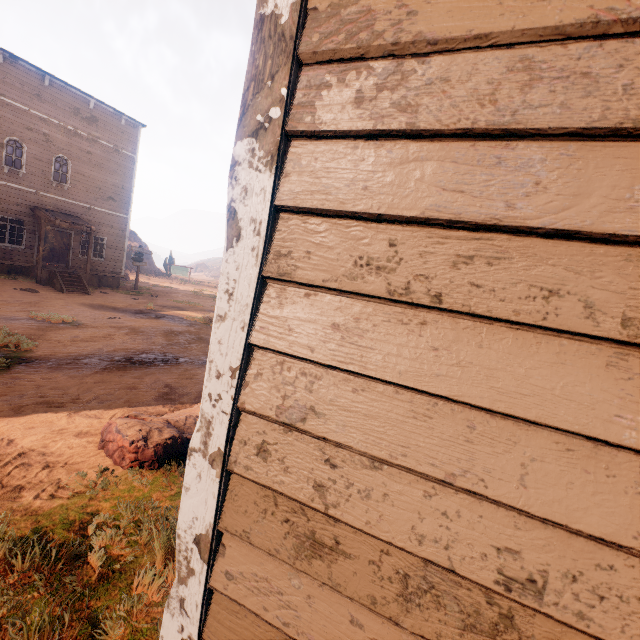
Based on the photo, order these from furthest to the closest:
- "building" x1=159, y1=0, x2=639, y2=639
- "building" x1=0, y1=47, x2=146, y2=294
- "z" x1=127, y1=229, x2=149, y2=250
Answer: "z" x1=127, y1=229, x2=149, y2=250 → "building" x1=0, y1=47, x2=146, y2=294 → "building" x1=159, y1=0, x2=639, y2=639

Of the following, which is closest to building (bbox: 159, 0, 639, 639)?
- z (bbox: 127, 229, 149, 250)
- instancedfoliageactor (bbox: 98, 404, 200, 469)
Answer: z (bbox: 127, 229, 149, 250)

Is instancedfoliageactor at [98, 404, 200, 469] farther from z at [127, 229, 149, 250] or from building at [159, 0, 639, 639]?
building at [159, 0, 639, 639]

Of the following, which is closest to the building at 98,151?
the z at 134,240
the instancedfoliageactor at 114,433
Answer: the z at 134,240

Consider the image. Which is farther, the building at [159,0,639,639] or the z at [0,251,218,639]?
the z at [0,251,218,639]

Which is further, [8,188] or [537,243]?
[8,188]

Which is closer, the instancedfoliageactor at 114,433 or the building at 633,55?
the building at 633,55
